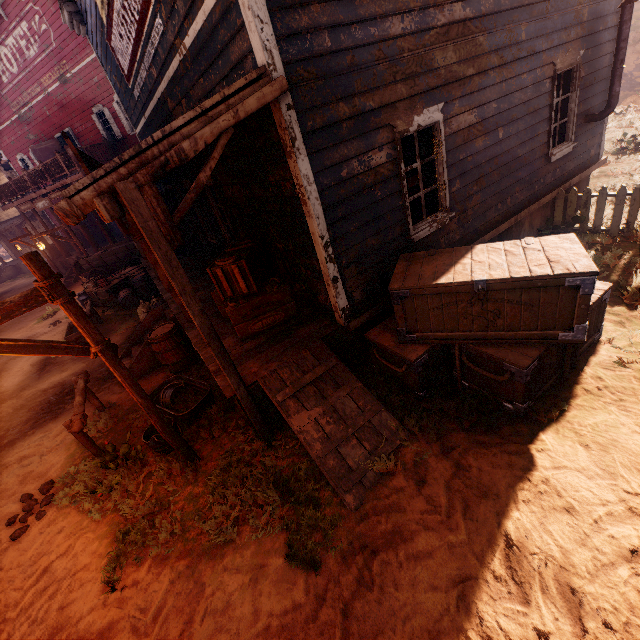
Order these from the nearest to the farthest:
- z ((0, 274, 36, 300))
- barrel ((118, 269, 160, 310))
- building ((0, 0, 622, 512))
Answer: building ((0, 0, 622, 512)) → barrel ((118, 269, 160, 310)) → z ((0, 274, 36, 300))

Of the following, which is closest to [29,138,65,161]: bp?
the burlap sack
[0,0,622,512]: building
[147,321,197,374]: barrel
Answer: [0,0,622,512]: building

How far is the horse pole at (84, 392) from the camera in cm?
498

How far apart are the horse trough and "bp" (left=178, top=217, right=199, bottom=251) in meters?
3.5 m

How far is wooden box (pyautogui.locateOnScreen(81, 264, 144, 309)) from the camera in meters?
11.9 m

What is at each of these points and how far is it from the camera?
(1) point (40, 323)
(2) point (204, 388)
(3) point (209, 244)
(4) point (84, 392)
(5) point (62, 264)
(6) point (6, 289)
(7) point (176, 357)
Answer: (1) z, 13.39m
(2) metal tub, 5.86m
(3) building, 10.07m
(4) horse pole, 5.76m
(5) building, 21.88m
(6) z, 23.53m
(7) barrel, 6.71m

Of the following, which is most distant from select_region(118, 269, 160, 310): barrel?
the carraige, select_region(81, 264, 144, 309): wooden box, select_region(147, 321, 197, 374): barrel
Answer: select_region(147, 321, 197, 374): barrel

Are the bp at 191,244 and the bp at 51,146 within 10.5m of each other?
no
